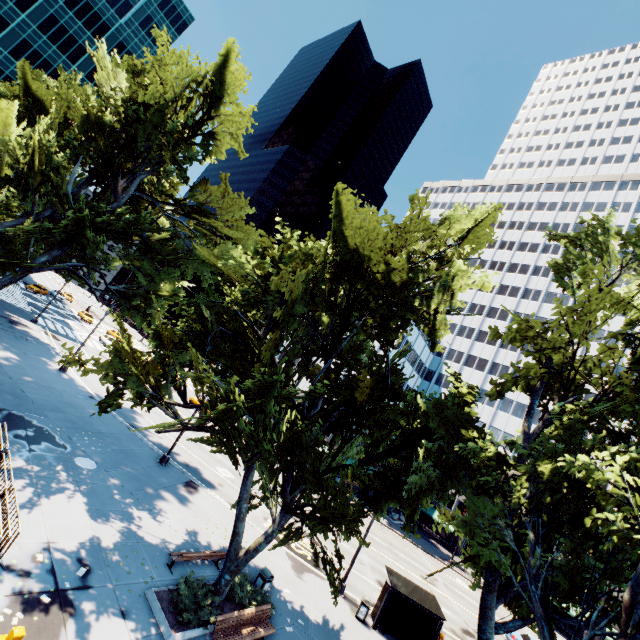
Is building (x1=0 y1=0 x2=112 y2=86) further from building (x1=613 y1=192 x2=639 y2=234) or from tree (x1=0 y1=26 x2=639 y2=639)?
building (x1=613 y1=192 x2=639 y2=234)

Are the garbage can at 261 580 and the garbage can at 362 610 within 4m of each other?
no

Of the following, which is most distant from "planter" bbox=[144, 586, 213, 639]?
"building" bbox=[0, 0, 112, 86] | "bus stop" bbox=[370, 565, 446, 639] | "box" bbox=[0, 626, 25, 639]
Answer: "building" bbox=[0, 0, 112, 86]

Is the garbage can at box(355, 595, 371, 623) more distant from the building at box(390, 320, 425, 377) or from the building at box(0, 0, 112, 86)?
the building at box(0, 0, 112, 86)

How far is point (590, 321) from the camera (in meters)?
9.15

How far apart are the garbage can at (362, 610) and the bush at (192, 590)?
9.24m

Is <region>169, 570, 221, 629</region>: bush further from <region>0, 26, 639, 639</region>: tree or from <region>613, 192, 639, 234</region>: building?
<region>613, 192, 639, 234</region>: building

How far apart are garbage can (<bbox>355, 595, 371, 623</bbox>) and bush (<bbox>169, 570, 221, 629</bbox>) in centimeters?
924cm
